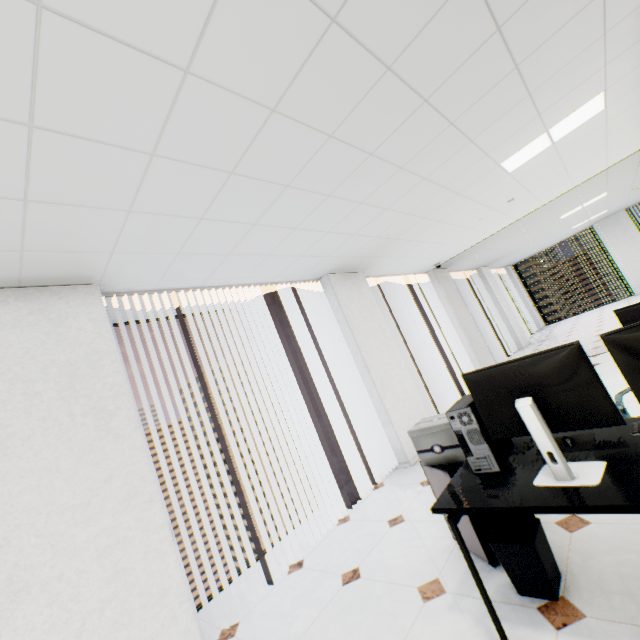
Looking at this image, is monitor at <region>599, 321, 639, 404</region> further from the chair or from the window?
the window

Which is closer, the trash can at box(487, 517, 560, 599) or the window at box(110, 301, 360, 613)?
the trash can at box(487, 517, 560, 599)

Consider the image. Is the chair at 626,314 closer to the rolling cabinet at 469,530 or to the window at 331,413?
the rolling cabinet at 469,530

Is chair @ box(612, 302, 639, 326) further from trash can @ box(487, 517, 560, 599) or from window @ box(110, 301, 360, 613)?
window @ box(110, 301, 360, 613)

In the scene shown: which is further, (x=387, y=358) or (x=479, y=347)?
(x=479, y=347)

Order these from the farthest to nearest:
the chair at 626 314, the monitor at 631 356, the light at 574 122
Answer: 1. the light at 574 122
2. the chair at 626 314
3. the monitor at 631 356

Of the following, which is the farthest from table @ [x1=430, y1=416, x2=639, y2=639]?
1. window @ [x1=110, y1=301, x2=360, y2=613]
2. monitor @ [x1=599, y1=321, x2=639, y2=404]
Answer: window @ [x1=110, y1=301, x2=360, y2=613]

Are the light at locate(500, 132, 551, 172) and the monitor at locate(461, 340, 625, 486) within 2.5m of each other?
no
